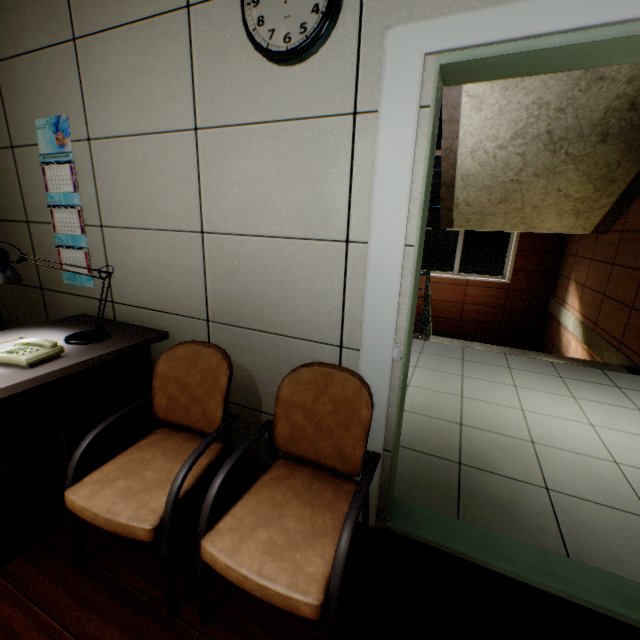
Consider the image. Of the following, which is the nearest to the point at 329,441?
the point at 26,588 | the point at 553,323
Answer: the point at 26,588

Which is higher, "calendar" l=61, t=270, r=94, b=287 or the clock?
the clock

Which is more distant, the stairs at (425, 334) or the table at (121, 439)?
the stairs at (425, 334)

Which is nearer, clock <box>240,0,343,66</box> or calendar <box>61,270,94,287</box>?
clock <box>240,0,343,66</box>

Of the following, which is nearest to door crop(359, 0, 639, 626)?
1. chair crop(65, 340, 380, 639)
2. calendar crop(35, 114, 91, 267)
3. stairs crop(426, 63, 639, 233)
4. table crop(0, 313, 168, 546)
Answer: chair crop(65, 340, 380, 639)

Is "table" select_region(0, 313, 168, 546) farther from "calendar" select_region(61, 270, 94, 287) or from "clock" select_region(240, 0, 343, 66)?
"clock" select_region(240, 0, 343, 66)

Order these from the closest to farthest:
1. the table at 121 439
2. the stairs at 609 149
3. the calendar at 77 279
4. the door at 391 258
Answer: the door at 391 258
the table at 121 439
the calendar at 77 279
the stairs at 609 149

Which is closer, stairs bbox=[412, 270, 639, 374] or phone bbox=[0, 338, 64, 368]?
phone bbox=[0, 338, 64, 368]
